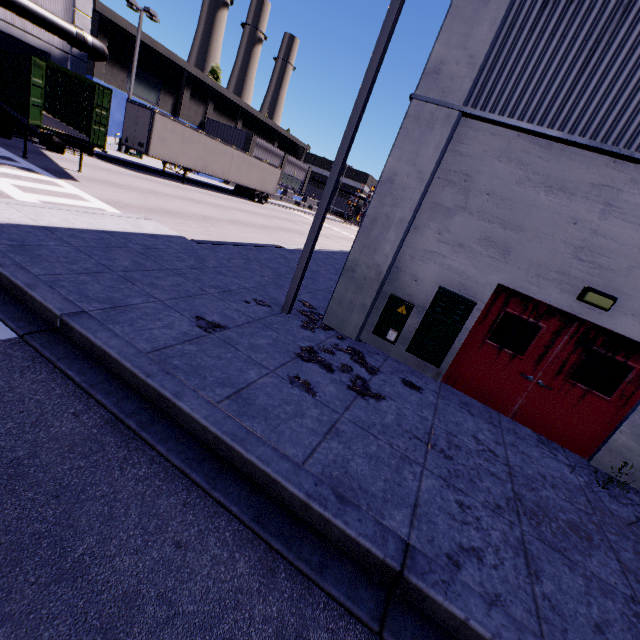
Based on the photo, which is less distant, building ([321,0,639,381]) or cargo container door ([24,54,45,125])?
building ([321,0,639,381])

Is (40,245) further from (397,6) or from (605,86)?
(605,86)

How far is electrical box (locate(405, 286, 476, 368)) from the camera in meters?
6.4

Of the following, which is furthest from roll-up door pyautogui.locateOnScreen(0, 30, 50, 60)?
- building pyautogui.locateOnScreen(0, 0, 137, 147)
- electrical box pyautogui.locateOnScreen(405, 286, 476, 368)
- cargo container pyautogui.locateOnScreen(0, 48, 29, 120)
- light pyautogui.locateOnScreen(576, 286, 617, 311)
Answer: light pyautogui.locateOnScreen(576, 286, 617, 311)

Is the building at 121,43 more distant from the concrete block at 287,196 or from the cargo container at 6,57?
the cargo container at 6,57

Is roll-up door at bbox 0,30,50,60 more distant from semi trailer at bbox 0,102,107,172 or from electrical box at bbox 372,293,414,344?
electrical box at bbox 372,293,414,344

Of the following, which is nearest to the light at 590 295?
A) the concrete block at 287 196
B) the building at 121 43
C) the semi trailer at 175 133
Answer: the building at 121 43

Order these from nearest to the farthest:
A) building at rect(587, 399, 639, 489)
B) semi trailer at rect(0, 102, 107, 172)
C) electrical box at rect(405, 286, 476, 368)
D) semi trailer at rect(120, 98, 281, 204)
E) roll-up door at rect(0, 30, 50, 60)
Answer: building at rect(587, 399, 639, 489), electrical box at rect(405, 286, 476, 368), semi trailer at rect(0, 102, 107, 172), roll-up door at rect(0, 30, 50, 60), semi trailer at rect(120, 98, 281, 204)
